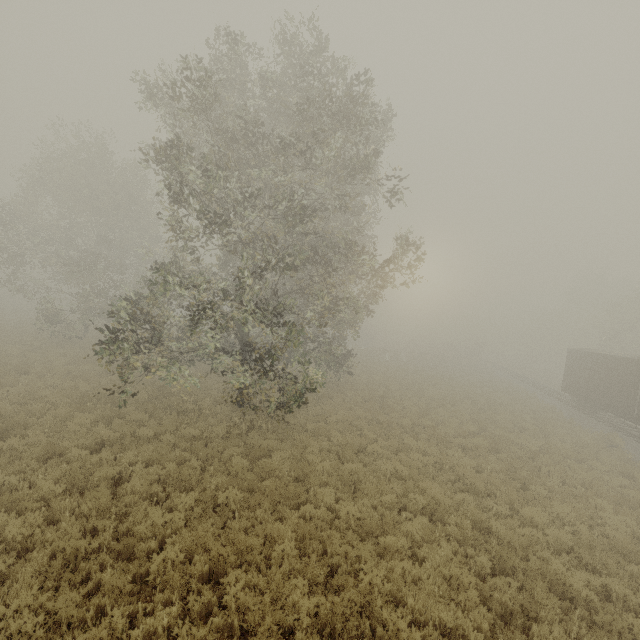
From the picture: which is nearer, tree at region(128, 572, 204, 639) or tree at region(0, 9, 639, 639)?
tree at region(128, 572, 204, 639)

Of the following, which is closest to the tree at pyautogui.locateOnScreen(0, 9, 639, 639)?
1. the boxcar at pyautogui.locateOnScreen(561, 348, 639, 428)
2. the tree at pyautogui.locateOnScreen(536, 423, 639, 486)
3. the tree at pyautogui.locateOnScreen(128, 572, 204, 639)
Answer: the tree at pyautogui.locateOnScreen(536, 423, 639, 486)

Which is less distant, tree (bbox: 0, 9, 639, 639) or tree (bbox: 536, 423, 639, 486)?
tree (bbox: 0, 9, 639, 639)

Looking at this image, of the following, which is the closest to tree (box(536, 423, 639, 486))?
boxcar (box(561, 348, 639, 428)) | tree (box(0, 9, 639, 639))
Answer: tree (box(0, 9, 639, 639))

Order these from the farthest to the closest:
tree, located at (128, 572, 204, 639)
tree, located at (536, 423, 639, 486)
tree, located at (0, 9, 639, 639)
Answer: tree, located at (536, 423, 639, 486), tree, located at (0, 9, 639, 639), tree, located at (128, 572, 204, 639)

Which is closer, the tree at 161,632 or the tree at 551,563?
the tree at 161,632

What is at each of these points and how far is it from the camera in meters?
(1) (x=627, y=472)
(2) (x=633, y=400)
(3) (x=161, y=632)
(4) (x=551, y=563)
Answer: (1) tree, 14.2 m
(2) boxcar, 18.6 m
(3) tree, 4.9 m
(4) tree, 7.1 m

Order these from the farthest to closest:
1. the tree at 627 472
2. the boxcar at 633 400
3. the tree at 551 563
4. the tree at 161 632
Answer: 1. the boxcar at 633 400
2. the tree at 627 472
3. the tree at 551 563
4. the tree at 161 632
